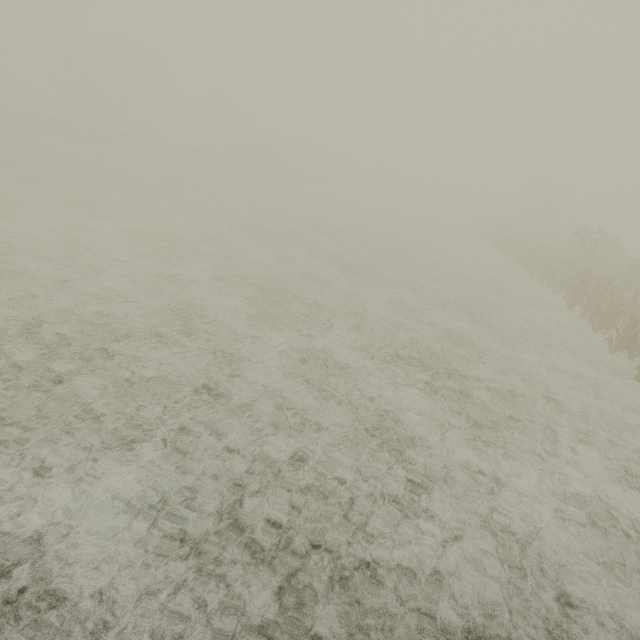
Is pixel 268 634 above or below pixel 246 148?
below
